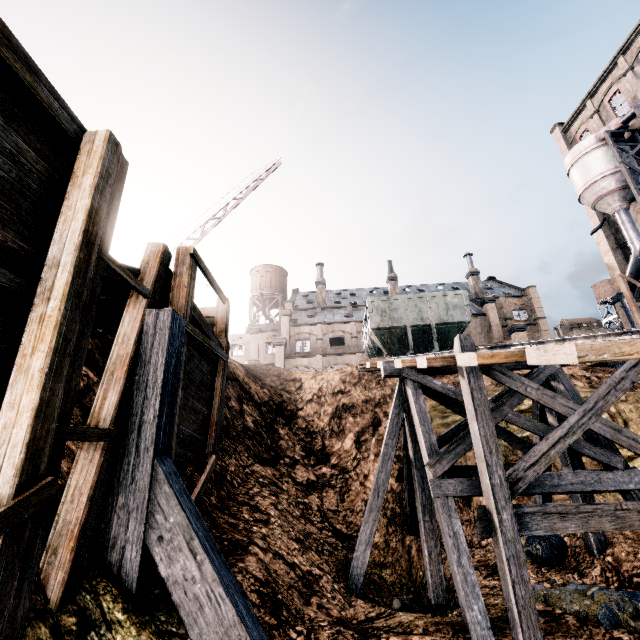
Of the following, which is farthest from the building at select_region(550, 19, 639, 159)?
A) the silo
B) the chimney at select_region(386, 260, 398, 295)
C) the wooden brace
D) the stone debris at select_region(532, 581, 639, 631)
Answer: the wooden brace

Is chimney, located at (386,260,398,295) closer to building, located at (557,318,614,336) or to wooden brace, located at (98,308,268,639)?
building, located at (557,318,614,336)

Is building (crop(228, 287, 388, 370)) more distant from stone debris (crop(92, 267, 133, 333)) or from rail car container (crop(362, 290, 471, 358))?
stone debris (crop(92, 267, 133, 333))

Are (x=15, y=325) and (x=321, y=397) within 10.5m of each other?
no

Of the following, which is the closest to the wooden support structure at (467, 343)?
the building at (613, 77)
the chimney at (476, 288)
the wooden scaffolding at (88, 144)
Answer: the wooden scaffolding at (88, 144)

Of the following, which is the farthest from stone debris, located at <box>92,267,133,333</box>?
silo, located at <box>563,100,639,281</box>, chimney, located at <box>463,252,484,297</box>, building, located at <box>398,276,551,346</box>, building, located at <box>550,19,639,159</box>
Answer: chimney, located at <box>463,252,484,297</box>

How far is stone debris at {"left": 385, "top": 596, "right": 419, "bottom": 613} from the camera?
8.0m

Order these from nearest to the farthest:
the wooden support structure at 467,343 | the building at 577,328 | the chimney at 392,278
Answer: the wooden support structure at 467,343 < the chimney at 392,278 < the building at 577,328
